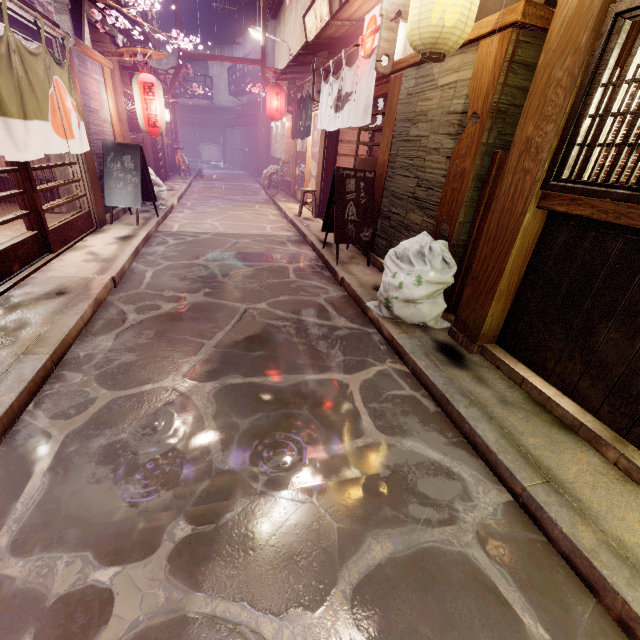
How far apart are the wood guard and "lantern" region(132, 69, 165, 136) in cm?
2

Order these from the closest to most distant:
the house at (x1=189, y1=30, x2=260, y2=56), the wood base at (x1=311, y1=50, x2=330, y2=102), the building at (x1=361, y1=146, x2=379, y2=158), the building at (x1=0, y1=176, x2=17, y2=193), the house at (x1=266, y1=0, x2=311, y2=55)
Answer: the building at (x1=0, y1=176, x2=17, y2=193) < the wood base at (x1=311, y1=50, x2=330, y2=102) < the building at (x1=361, y1=146, x2=379, y2=158) < the house at (x1=266, y1=0, x2=311, y2=55) < the house at (x1=189, y1=30, x2=260, y2=56)

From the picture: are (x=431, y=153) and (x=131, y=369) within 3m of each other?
no

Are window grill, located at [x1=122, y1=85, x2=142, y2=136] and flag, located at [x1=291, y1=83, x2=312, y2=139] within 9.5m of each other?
yes

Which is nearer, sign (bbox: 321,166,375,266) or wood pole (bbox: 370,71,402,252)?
wood pole (bbox: 370,71,402,252)

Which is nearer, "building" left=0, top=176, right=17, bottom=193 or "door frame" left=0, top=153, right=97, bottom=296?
"door frame" left=0, top=153, right=97, bottom=296

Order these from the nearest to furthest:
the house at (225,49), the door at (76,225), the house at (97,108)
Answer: the door at (76,225), the house at (97,108), the house at (225,49)

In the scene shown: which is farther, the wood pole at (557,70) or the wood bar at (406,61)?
the wood bar at (406,61)
